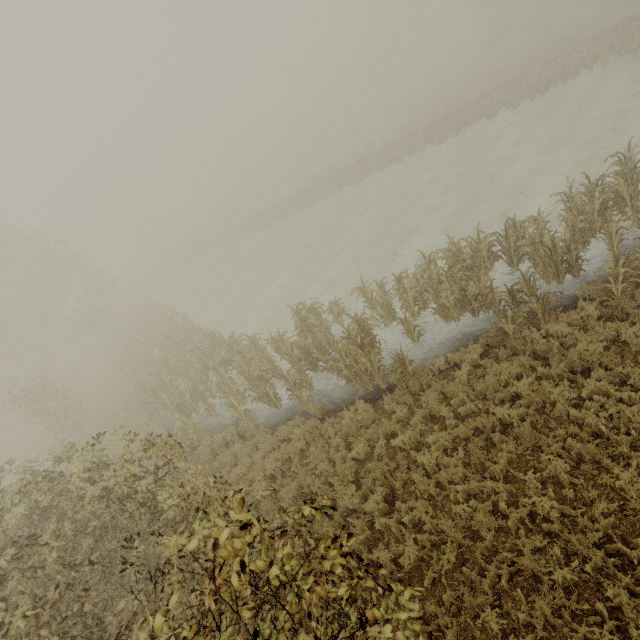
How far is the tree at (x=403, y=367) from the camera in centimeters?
827cm

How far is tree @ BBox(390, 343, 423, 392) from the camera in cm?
827

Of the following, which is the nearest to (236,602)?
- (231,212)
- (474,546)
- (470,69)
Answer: (474,546)
